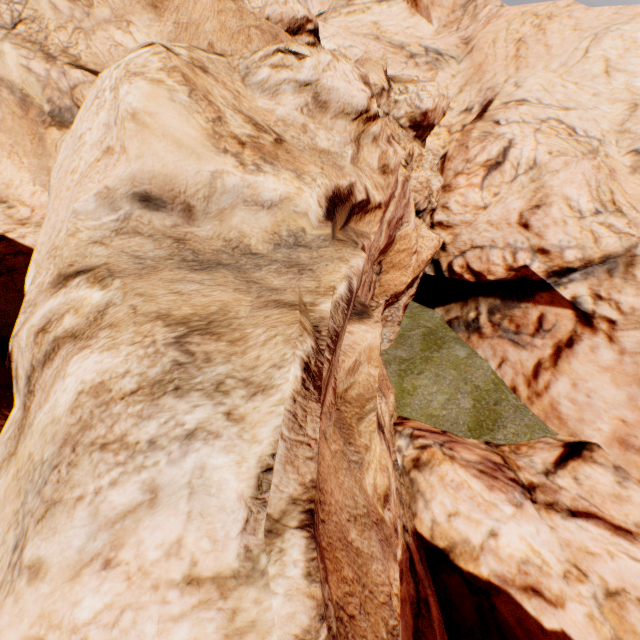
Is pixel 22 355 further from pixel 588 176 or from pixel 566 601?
pixel 588 176
